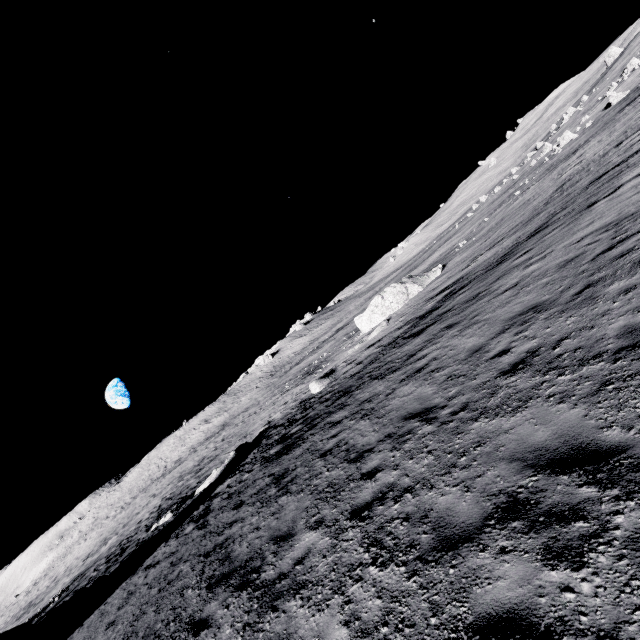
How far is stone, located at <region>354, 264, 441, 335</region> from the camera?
28.9 meters

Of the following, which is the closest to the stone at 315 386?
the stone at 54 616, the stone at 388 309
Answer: the stone at 388 309

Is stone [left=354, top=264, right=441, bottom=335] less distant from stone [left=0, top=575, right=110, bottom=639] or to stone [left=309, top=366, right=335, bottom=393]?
stone [left=309, top=366, right=335, bottom=393]

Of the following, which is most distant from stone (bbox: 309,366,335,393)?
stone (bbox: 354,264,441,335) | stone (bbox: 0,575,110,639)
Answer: stone (bbox: 0,575,110,639)

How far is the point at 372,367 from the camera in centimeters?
1602cm

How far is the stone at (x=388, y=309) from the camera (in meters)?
28.88

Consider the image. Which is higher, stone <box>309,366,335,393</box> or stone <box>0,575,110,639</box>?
stone <box>0,575,110,639</box>
